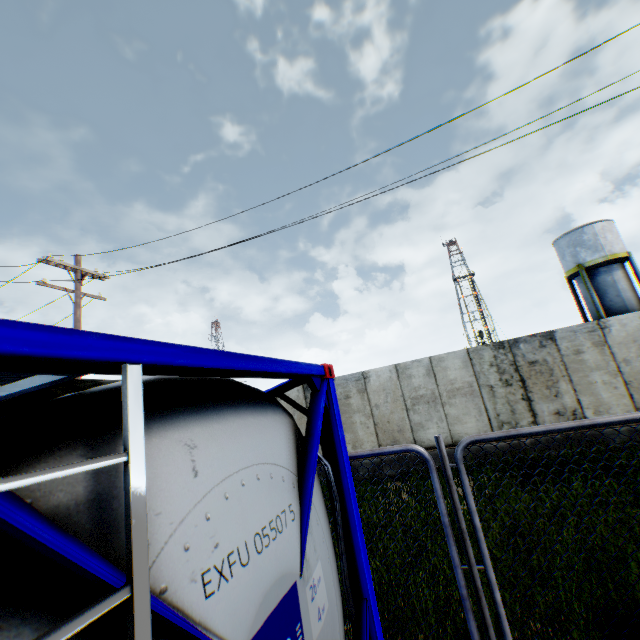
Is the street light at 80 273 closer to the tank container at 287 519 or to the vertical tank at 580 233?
the tank container at 287 519

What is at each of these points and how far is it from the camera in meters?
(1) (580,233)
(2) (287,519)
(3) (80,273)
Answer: (1) vertical tank, 25.3 m
(2) tank container, 1.8 m
(3) street light, 12.0 m

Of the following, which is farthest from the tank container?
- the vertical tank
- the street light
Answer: the vertical tank

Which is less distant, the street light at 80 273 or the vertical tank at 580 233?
the street light at 80 273

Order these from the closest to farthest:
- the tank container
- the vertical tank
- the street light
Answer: the tank container → the street light → the vertical tank

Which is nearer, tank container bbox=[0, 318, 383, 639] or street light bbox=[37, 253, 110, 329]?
tank container bbox=[0, 318, 383, 639]
